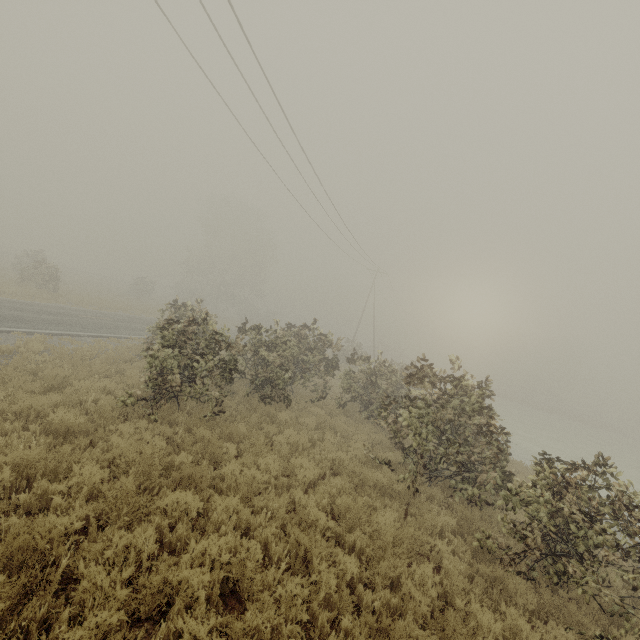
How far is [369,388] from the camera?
13.10m

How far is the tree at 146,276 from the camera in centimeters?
3941cm

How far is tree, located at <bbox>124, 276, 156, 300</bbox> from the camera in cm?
3941
